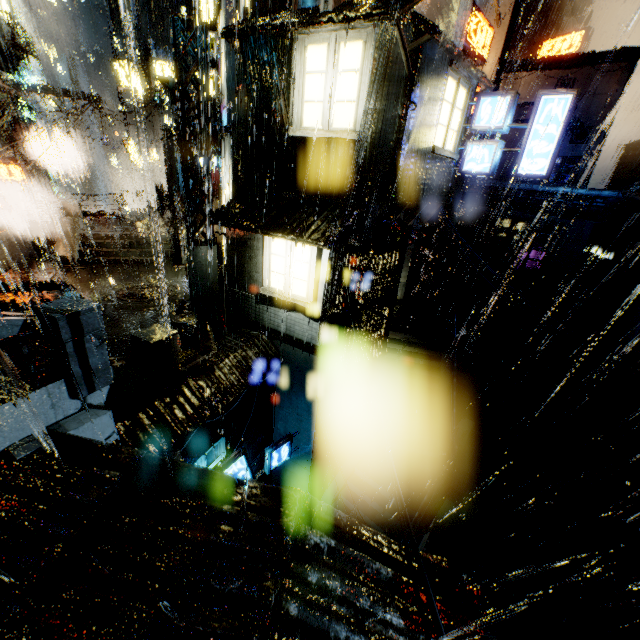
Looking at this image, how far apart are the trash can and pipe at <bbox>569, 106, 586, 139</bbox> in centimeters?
2244cm

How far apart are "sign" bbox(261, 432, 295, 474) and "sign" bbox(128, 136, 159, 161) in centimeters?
3669cm

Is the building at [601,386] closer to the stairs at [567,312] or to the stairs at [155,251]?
the stairs at [567,312]

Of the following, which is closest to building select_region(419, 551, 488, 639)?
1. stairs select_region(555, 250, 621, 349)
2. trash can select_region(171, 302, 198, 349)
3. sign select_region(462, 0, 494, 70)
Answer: stairs select_region(555, 250, 621, 349)

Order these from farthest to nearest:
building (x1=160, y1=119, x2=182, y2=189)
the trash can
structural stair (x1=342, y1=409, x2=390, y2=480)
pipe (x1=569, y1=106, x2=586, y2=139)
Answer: building (x1=160, y1=119, x2=182, y2=189) → pipe (x1=569, y1=106, x2=586, y2=139) → structural stair (x1=342, y1=409, x2=390, y2=480) → the trash can

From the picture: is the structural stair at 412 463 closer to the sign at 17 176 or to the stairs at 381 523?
A: the stairs at 381 523

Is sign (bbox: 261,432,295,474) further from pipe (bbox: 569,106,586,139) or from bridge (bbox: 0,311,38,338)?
pipe (bbox: 569,106,586,139)

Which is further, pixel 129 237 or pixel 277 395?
pixel 129 237
